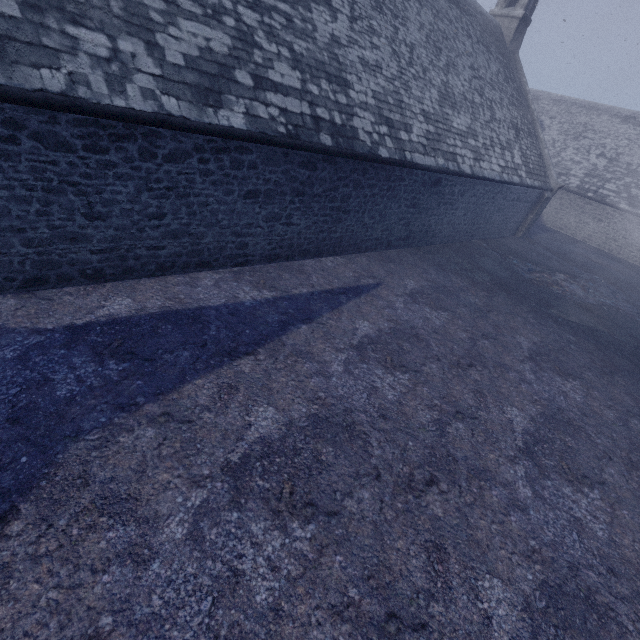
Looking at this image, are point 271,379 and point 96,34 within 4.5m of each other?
no
